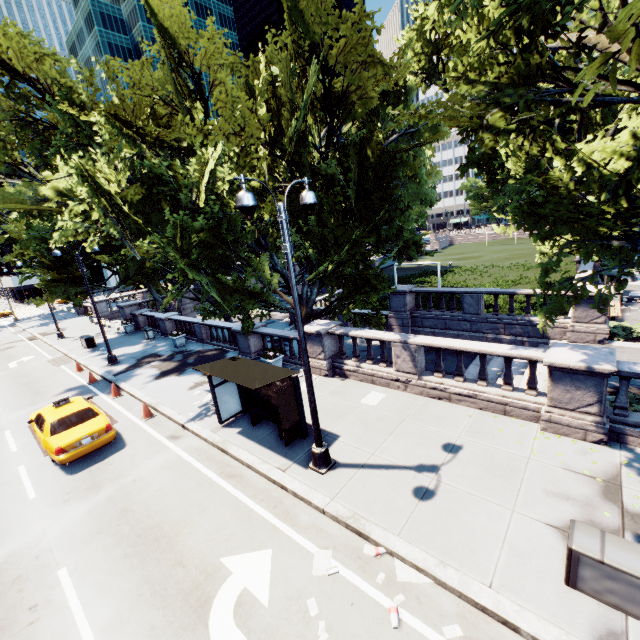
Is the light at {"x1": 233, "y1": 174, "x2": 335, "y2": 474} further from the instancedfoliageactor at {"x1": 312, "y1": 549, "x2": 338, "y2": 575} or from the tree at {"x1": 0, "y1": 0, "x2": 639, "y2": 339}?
the tree at {"x1": 0, "y1": 0, "x2": 639, "y2": 339}

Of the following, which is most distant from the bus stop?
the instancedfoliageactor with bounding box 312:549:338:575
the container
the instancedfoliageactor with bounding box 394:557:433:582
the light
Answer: the container

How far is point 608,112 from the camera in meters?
21.9 m

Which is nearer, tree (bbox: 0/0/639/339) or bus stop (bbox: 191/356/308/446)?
tree (bbox: 0/0/639/339)

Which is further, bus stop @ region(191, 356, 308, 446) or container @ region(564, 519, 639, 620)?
Result: bus stop @ region(191, 356, 308, 446)

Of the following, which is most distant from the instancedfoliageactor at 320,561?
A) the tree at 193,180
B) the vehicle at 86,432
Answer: the vehicle at 86,432

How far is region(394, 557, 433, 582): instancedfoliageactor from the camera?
5.91m

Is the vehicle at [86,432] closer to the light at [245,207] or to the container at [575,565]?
the light at [245,207]
